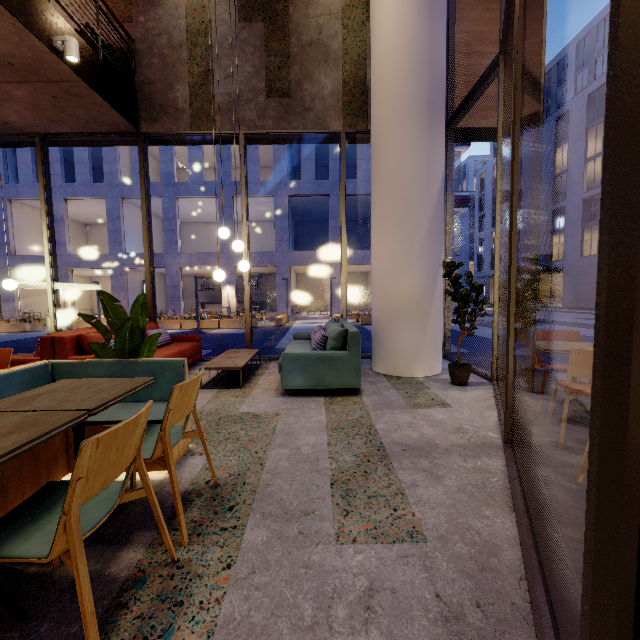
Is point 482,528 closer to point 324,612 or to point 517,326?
point 324,612

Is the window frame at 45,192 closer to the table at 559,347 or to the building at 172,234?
the table at 559,347

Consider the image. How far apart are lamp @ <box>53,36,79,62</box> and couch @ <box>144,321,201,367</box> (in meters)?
3.69

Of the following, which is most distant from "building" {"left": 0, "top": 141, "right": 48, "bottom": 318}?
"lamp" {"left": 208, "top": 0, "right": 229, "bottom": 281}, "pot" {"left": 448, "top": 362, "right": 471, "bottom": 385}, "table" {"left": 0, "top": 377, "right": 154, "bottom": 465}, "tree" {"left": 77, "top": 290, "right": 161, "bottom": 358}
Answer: "table" {"left": 0, "top": 377, "right": 154, "bottom": 465}

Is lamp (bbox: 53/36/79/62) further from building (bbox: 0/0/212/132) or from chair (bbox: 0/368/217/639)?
chair (bbox: 0/368/217/639)

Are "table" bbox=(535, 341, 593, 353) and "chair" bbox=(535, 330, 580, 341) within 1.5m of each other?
yes

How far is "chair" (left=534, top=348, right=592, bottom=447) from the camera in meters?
2.7 m

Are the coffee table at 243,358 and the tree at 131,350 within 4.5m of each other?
yes
